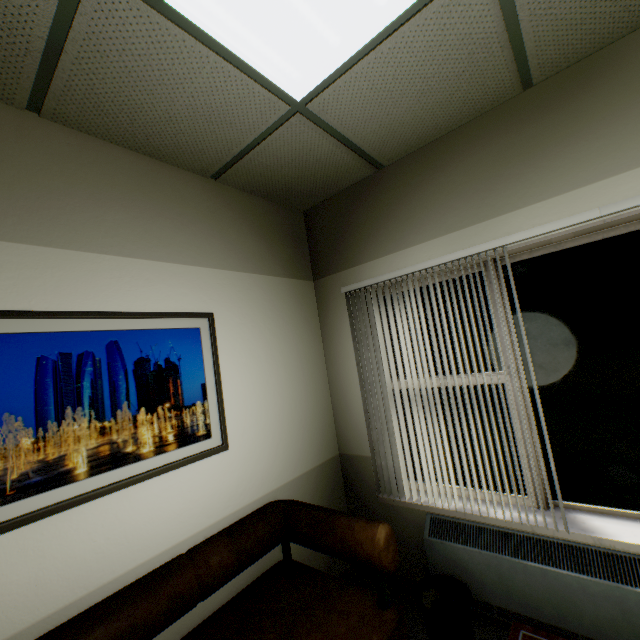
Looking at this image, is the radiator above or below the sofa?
below

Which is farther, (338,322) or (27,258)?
(338,322)

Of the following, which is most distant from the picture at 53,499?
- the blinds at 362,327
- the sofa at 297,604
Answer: the blinds at 362,327

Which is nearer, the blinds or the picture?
the picture

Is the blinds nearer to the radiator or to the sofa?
the radiator

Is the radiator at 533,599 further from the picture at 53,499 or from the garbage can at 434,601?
the picture at 53,499

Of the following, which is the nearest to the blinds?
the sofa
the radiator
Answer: the radiator

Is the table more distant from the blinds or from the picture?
the picture
